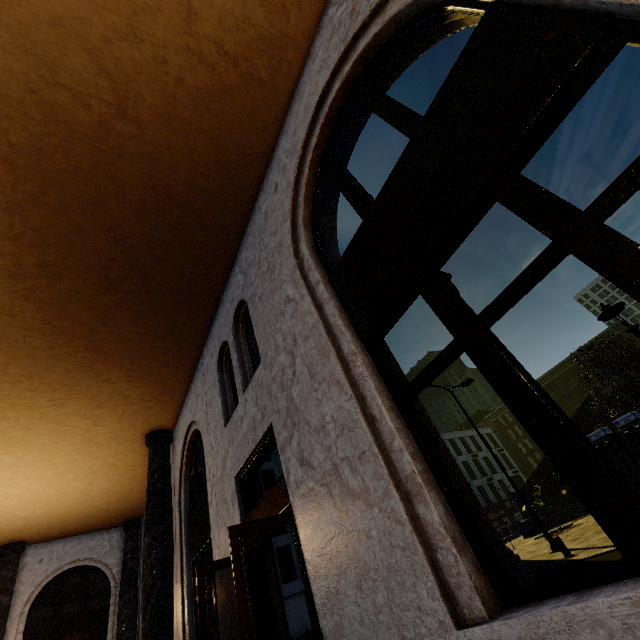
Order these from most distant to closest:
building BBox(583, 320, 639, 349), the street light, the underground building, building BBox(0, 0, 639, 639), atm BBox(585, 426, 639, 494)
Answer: building BBox(583, 320, 639, 349)
the underground building
atm BBox(585, 426, 639, 494)
the street light
building BBox(0, 0, 639, 639)

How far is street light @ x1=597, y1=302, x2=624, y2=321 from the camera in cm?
422

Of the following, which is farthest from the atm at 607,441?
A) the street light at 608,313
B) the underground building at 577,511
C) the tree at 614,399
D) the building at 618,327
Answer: the building at 618,327

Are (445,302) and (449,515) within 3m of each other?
yes

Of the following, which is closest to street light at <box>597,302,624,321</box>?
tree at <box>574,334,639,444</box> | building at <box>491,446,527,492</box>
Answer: tree at <box>574,334,639,444</box>

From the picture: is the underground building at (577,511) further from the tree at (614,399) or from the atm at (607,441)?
the atm at (607,441)

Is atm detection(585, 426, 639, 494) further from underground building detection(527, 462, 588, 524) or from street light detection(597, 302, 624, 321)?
street light detection(597, 302, 624, 321)

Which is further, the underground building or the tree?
the underground building
